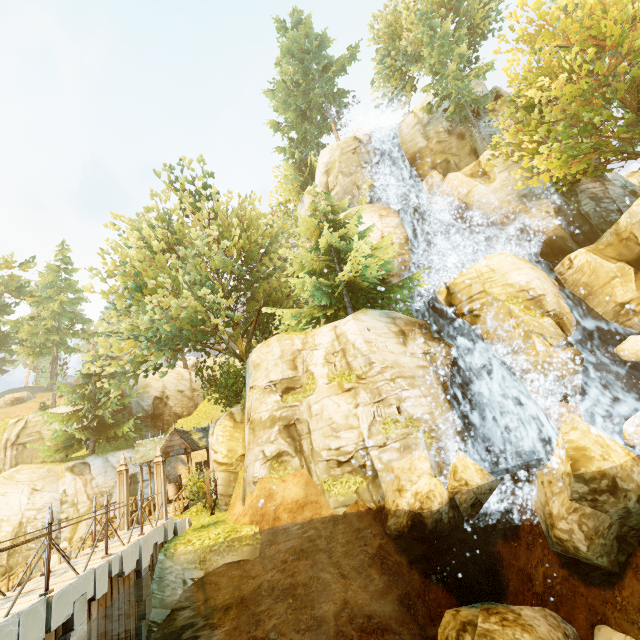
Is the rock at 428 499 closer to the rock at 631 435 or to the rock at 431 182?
the rock at 631 435

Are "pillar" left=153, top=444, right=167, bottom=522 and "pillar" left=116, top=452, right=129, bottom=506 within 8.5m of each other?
yes

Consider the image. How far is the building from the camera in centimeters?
2122cm

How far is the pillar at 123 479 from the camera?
12.0 meters

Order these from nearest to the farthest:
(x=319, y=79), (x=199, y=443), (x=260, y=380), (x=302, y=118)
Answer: (x=260, y=380) → (x=199, y=443) → (x=302, y=118) → (x=319, y=79)

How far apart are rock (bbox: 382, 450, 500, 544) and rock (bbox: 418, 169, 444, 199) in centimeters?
1939cm

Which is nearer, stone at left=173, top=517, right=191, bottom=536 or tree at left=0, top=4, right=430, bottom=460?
stone at left=173, top=517, right=191, bottom=536

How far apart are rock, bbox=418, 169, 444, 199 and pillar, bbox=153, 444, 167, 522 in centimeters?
2353cm
